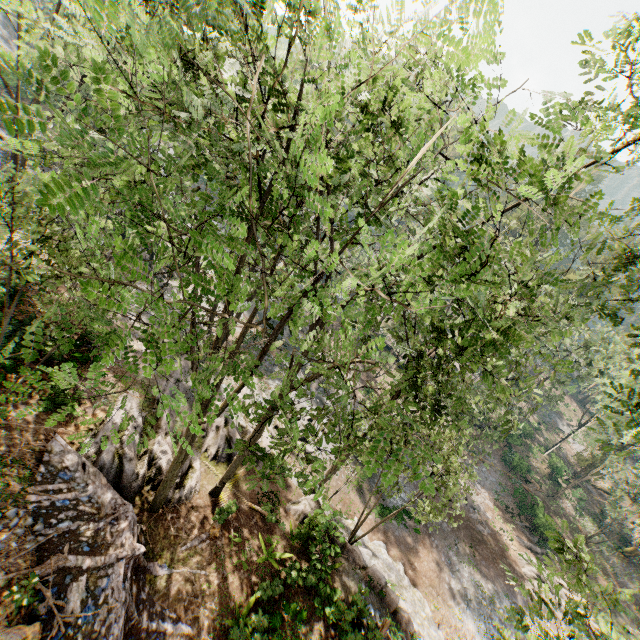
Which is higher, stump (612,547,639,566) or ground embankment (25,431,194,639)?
ground embankment (25,431,194,639)

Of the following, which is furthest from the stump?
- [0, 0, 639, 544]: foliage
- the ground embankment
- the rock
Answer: the ground embankment

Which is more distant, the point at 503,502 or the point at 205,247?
the point at 503,502

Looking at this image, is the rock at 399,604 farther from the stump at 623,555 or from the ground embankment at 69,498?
the stump at 623,555

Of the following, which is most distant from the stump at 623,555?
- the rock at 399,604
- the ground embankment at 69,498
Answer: the ground embankment at 69,498

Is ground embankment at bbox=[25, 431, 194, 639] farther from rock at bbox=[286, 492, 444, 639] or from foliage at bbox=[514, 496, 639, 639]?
rock at bbox=[286, 492, 444, 639]

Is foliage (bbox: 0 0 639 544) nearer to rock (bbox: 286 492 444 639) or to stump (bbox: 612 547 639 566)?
rock (bbox: 286 492 444 639)

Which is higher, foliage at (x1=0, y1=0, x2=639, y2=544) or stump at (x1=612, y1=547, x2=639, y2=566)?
foliage at (x1=0, y1=0, x2=639, y2=544)
